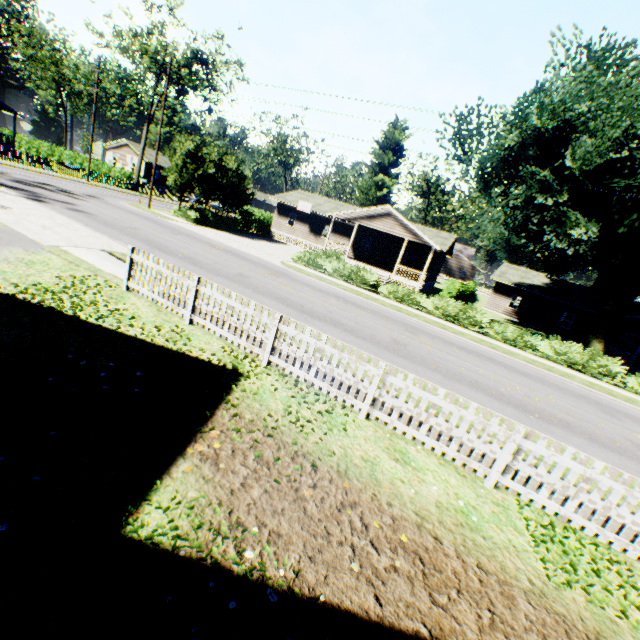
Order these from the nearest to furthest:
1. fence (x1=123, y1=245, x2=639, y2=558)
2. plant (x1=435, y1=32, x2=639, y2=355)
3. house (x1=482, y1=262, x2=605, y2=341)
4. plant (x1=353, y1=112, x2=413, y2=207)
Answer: fence (x1=123, y1=245, x2=639, y2=558) → plant (x1=435, y1=32, x2=639, y2=355) → house (x1=482, y1=262, x2=605, y2=341) → plant (x1=353, y1=112, x2=413, y2=207)

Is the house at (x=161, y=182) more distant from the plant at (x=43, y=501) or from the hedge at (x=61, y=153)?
the plant at (x=43, y=501)

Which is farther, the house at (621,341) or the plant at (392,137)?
the plant at (392,137)

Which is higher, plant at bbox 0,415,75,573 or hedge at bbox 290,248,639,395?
hedge at bbox 290,248,639,395

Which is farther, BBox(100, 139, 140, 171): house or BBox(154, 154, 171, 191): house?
BBox(154, 154, 171, 191): house

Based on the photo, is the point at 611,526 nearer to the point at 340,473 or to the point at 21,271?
the point at 340,473

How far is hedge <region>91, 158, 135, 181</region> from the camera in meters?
40.0

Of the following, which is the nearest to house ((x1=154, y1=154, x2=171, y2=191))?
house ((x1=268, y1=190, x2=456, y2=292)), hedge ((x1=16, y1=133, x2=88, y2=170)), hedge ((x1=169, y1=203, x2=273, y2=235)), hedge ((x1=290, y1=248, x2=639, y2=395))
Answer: hedge ((x1=16, y1=133, x2=88, y2=170))
